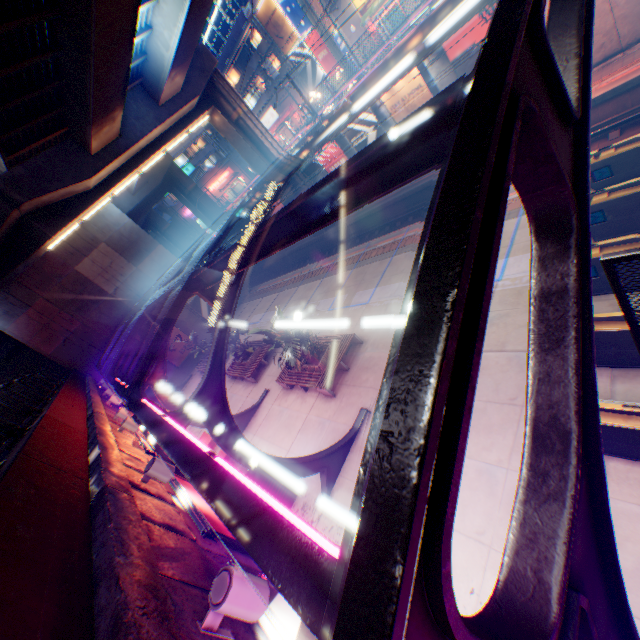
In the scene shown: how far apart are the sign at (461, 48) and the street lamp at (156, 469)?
21.66m

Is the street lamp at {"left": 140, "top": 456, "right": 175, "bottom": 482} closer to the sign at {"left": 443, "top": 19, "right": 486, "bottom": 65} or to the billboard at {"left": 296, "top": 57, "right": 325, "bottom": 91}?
the sign at {"left": 443, "top": 19, "right": 486, "bottom": 65}

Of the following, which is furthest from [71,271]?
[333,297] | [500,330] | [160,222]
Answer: [500,330]

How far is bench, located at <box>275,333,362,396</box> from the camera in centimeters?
1238cm

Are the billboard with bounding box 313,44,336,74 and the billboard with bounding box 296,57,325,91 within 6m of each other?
yes

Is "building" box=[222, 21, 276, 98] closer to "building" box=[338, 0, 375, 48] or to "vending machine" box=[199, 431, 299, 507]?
"building" box=[338, 0, 375, 48]

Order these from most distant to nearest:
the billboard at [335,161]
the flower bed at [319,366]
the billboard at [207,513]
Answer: the billboard at [335,161]
the flower bed at [319,366]
the billboard at [207,513]

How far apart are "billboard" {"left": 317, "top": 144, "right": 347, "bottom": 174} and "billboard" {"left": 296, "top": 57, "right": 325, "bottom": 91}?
15.19m
